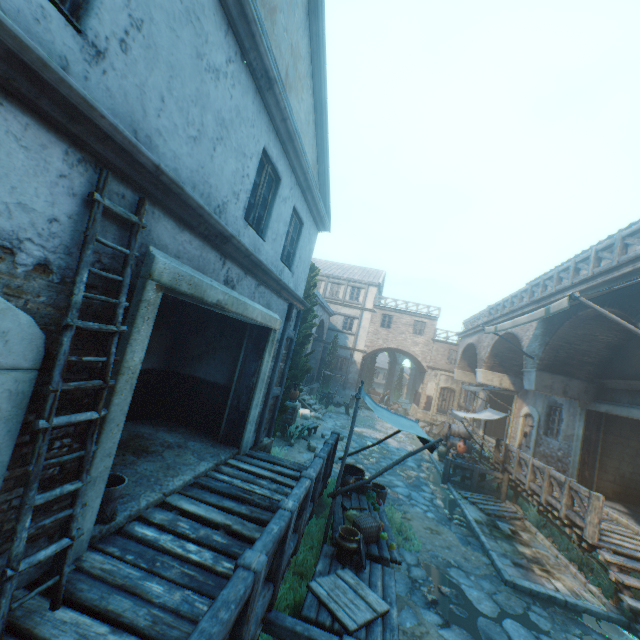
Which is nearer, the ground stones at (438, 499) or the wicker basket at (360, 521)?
the wicker basket at (360, 521)

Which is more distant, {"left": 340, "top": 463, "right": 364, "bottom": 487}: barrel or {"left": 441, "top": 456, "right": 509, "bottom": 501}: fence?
{"left": 441, "top": 456, "right": 509, "bottom": 501}: fence

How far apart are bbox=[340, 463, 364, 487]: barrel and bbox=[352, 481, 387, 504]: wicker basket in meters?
0.1

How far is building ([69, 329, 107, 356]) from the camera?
2.8 meters

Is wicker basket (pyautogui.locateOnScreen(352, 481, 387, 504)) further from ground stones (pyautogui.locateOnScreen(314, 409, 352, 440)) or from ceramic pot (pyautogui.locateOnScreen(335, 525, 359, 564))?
ceramic pot (pyautogui.locateOnScreen(335, 525, 359, 564))

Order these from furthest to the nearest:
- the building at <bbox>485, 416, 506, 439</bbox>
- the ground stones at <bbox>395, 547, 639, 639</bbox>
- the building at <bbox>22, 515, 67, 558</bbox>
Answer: the building at <bbox>485, 416, 506, 439</bbox> → the ground stones at <bbox>395, 547, 639, 639</bbox> → the building at <bbox>22, 515, 67, 558</bbox>

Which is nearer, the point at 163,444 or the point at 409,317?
the point at 163,444

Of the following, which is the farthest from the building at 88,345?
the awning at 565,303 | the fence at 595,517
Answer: the fence at 595,517
